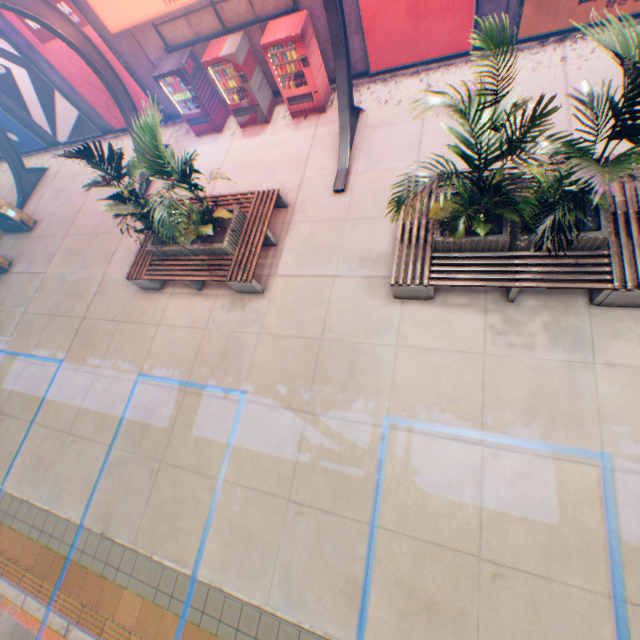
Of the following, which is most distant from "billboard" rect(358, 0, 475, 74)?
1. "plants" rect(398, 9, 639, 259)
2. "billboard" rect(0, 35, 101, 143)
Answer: "billboard" rect(0, 35, 101, 143)

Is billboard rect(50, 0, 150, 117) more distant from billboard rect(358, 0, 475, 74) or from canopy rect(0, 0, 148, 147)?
billboard rect(358, 0, 475, 74)

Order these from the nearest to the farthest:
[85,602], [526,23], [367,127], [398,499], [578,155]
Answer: [578,155] → [398,499] → [85,602] → [526,23] → [367,127]

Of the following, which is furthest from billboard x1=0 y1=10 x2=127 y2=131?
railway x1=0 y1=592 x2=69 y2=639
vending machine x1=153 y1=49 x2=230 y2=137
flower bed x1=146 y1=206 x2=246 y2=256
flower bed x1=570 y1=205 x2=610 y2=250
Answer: railway x1=0 y1=592 x2=69 y2=639

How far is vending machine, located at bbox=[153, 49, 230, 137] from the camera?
9.32m

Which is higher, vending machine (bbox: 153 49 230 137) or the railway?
vending machine (bbox: 153 49 230 137)

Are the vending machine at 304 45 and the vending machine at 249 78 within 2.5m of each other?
yes

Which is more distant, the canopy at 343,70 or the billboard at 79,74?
the billboard at 79,74
